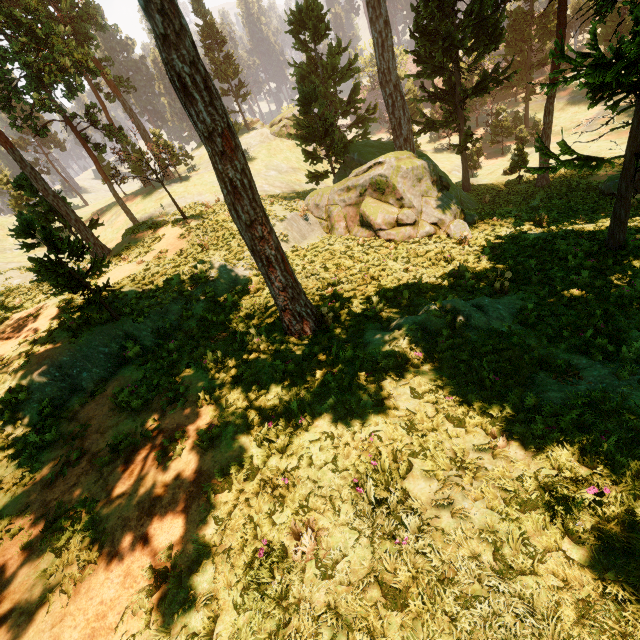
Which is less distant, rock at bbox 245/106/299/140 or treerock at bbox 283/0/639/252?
treerock at bbox 283/0/639/252

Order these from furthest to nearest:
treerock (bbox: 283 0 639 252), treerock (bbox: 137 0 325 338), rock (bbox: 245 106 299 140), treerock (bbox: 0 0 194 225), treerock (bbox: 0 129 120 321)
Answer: rock (bbox: 245 106 299 140)
treerock (bbox: 0 0 194 225)
treerock (bbox: 283 0 639 252)
treerock (bbox: 0 129 120 321)
treerock (bbox: 137 0 325 338)

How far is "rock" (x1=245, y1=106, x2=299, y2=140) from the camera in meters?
47.2

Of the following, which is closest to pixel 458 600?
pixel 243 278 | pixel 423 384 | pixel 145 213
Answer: pixel 423 384

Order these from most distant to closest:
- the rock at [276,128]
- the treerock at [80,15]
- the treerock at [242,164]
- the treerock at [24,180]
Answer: the rock at [276,128] → the treerock at [80,15] → the treerock at [24,180] → the treerock at [242,164]

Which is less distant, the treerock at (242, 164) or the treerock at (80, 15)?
the treerock at (242, 164)
